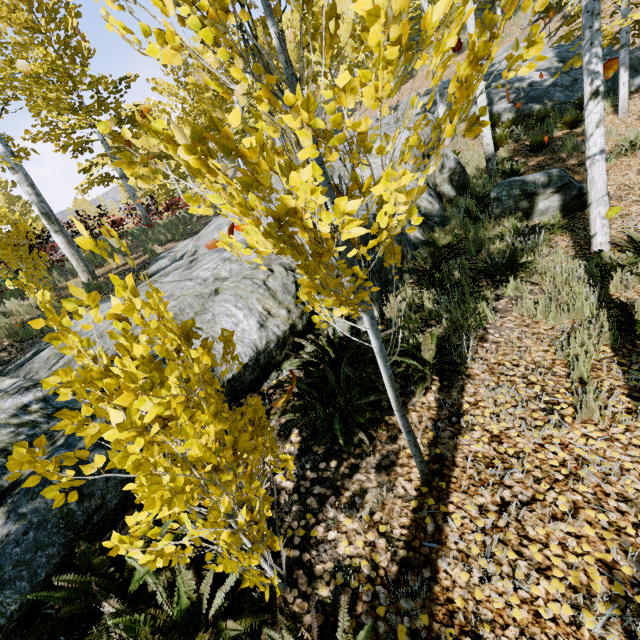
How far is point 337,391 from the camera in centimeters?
314cm

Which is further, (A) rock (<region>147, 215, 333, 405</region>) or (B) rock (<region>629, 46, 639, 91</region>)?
(B) rock (<region>629, 46, 639, 91</region>)

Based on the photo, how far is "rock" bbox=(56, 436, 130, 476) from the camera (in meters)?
2.48

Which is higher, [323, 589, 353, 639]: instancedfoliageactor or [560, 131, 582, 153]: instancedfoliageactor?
[560, 131, 582, 153]: instancedfoliageactor

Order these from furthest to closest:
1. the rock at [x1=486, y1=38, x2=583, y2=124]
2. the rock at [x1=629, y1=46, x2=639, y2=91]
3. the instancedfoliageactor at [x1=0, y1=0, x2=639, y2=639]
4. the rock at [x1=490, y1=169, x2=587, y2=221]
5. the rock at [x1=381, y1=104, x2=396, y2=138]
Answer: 1. the rock at [x1=486, y1=38, x2=583, y2=124]
2. the rock at [x1=629, y1=46, x2=639, y2=91]
3. the rock at [x1=381, y1=104, x2=396, y2=138]
4. the rock at [x1=490, y1=169, x2=587, y2=221]
5. the instancedfoliageactor at [x1=0, y1=0, x2=639, y2=639]

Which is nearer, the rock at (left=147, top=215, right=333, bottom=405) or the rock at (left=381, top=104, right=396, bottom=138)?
the rock at (left=147, top=215, right=333, bottom=405)

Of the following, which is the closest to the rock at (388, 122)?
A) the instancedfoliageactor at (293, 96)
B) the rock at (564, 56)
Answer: the instancedfoliageactor at (293, 96)
